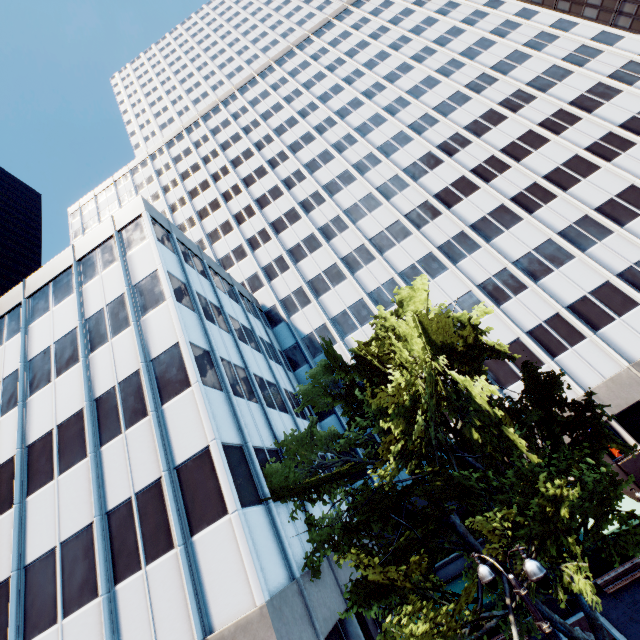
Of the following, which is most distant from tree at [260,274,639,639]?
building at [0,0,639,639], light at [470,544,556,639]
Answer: light at [470,544,556,639]

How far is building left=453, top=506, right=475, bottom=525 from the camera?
22.3m

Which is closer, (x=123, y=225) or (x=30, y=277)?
(x=123, y=225)

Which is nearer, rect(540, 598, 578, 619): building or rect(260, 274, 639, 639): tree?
rect(260, 274, 639, 639): tree

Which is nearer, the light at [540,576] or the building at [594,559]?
the light at [540,576]

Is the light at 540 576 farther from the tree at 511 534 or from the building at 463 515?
the building at 463 515
